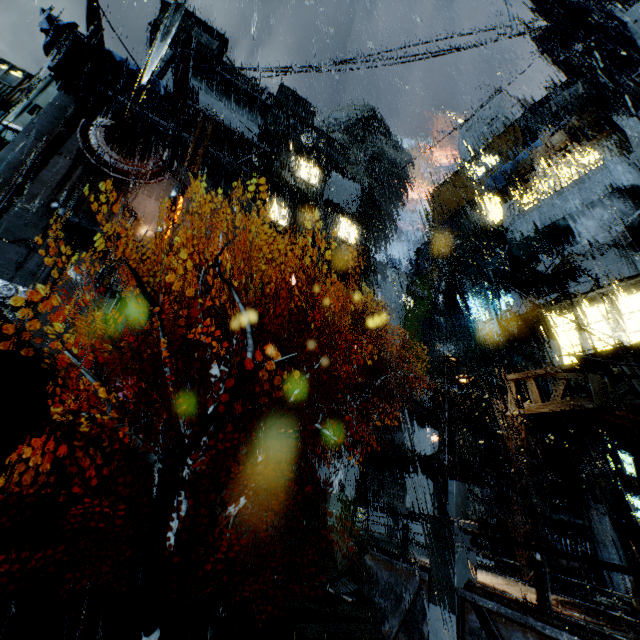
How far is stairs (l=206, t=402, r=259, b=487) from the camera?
19.0m

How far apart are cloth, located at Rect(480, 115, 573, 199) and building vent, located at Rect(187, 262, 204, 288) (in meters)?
24.29

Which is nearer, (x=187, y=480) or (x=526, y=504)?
(x=187, y=480)

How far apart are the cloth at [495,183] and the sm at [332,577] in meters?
25.3 m

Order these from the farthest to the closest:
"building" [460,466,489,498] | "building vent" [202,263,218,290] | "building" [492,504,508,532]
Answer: "building vent" [202,263,218,290] → "building" [460,466,489,498] → "building" [492,504,508,532]

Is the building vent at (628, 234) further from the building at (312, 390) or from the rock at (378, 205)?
the rock at (378, 205)

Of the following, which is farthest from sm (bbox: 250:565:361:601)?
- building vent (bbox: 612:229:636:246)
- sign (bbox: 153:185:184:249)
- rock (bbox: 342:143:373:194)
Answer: rock (bbox: 342:143:373:194)

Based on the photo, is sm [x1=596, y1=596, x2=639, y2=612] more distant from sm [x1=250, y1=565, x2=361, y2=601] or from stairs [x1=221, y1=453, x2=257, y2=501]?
sm [x1=250, y1=565, x2=361, y2=601]
